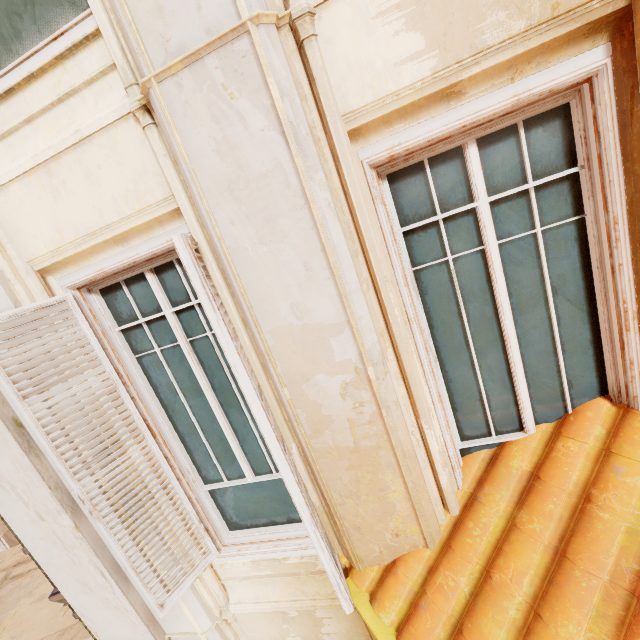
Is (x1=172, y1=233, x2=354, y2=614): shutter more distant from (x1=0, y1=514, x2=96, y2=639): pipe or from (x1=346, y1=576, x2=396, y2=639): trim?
(x1=0, y1=514, x2=96, y2=639): pipe

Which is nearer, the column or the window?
the window

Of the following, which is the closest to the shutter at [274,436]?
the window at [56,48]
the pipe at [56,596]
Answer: the window at [56,48]

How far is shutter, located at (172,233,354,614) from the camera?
1.54m

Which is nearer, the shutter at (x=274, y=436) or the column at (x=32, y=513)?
the shutter at (x=274, y=436)

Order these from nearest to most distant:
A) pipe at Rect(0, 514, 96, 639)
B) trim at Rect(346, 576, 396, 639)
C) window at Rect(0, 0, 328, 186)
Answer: window at Rect(0, 0, 328, 186)
trim at Rect(346, 576, 396, 639)
pipe at Rect(0, 514, 96, 639)

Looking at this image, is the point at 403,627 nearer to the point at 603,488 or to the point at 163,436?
the point at 603,488

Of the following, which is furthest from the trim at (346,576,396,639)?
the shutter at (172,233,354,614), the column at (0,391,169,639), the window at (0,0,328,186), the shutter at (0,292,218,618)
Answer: the window at (0,0,328,186)
